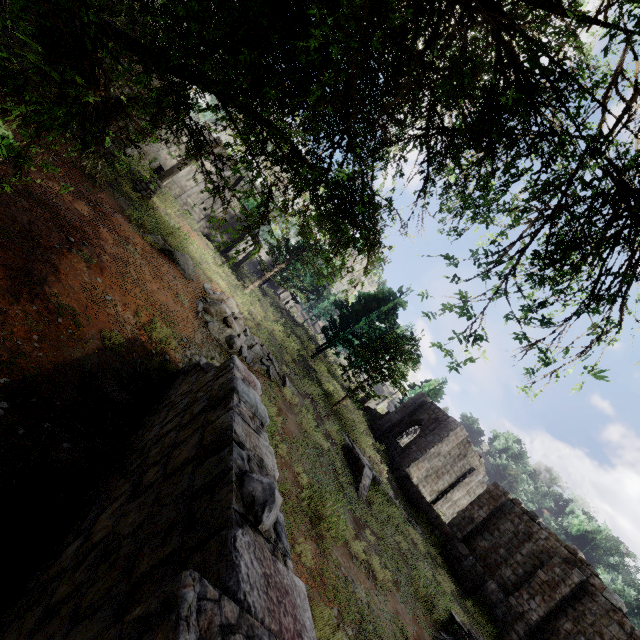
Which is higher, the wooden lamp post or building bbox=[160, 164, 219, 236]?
building bbox=[160, 164, 219, 236]

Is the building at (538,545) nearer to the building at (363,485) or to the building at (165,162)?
the building at (165,162)

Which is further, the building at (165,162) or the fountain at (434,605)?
the building at (165,162)

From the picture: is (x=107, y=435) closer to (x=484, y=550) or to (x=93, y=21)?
(x=93, y=21)

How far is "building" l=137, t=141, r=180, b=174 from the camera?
25.2 meters

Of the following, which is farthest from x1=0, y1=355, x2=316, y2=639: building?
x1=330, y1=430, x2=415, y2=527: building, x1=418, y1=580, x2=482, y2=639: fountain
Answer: x1=418, y1=580, x2=482, y2=639: fountain

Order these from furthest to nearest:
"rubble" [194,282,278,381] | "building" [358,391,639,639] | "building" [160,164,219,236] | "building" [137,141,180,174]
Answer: "building" [137,141,180,174] < "building" [160,164,219,236] < "building" [358,391,639,639] < "rubble" [194,282,278,381]

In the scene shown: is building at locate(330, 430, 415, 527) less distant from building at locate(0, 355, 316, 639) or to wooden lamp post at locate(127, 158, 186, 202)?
building at locate(0, 355, 316, 639)
